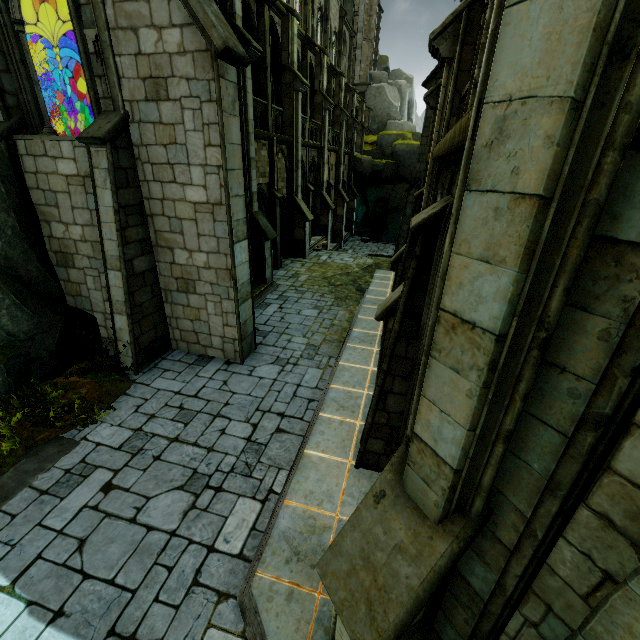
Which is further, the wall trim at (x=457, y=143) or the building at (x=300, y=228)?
the building at (x=300, y=228)

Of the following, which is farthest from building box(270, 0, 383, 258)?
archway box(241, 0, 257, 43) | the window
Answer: the window

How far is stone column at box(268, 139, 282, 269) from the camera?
16.15m

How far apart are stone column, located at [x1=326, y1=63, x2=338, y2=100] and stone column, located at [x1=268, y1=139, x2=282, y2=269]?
11.3m

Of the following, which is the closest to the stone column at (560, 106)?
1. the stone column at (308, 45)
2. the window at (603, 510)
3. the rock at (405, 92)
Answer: the window at (603, 510)

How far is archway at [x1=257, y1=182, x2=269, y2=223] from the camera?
15.60m

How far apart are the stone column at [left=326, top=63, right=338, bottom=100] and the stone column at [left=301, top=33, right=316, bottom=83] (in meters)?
4.88

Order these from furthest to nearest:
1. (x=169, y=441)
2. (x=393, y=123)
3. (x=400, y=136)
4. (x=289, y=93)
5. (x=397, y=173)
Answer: (x=393, y=123) < (x=397, y=173) < (x=400, y=136) < (x=289, y=93) < (x=169, y=441)
